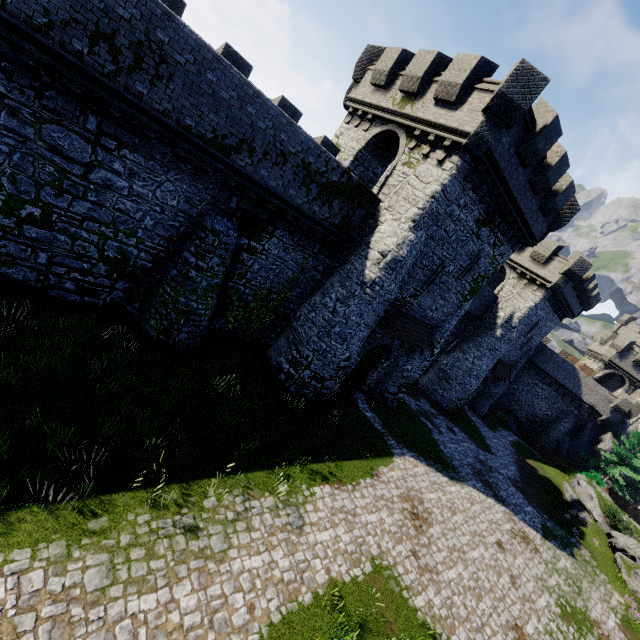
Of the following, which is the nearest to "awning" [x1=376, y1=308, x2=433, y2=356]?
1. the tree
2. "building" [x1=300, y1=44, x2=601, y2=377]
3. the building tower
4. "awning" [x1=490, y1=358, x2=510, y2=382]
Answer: "building" [x1=300, y1=44, x2=601, y2=377]

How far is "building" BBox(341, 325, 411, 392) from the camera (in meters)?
18.88

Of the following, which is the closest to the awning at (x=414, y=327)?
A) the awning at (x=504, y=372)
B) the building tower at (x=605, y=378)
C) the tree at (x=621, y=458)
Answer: the awning at (x=504, y=372)

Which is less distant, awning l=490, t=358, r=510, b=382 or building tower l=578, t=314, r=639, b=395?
awning l=490, t=358, r=510, b=382

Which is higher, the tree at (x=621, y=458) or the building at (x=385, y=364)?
the tree at (x=621, y=458)

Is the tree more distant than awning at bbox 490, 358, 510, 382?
Yes

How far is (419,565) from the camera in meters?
12.0 m
